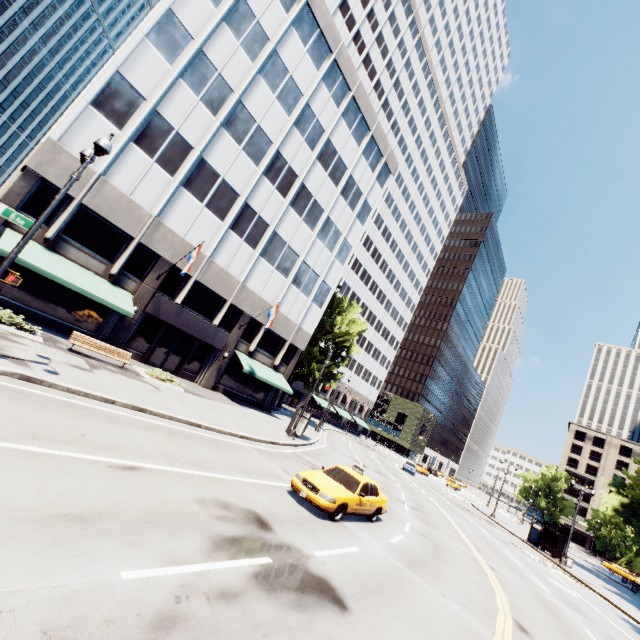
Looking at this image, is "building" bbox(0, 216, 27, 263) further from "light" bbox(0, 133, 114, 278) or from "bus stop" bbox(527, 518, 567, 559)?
"light" bbox(0, 133, 114, 278)

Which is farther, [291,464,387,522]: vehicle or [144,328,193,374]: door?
[144,328,193,374]: door

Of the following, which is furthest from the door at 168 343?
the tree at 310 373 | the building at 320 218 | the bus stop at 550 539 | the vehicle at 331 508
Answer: the vehicle at 331 508

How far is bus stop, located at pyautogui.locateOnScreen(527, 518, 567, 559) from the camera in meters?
30.5

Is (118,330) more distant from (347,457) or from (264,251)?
(347,457)

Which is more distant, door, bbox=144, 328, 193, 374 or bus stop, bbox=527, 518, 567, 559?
bus stop, bbox=527, 518, 567, 559

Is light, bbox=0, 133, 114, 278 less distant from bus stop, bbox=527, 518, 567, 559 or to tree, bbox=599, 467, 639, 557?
bus stop, bbox=527, 518, 567, 559

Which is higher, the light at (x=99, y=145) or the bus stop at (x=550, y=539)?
the light at (x=99, y=145)
